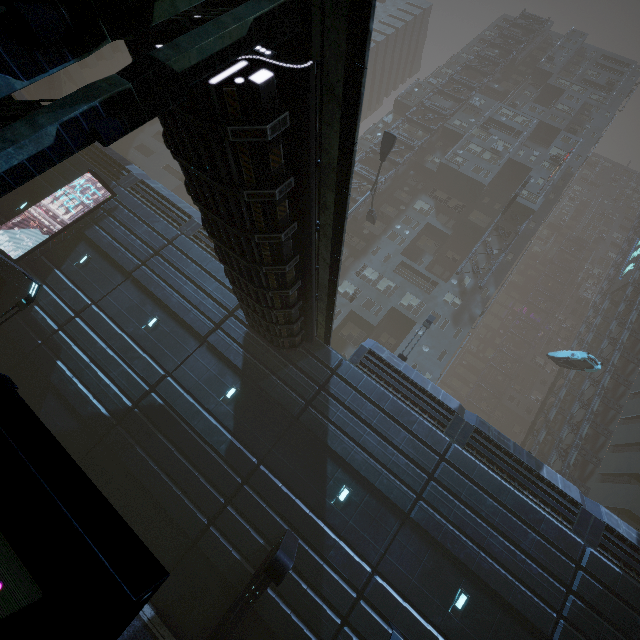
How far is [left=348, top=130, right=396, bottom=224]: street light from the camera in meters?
21.3

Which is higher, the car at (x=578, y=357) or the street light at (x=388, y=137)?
the car at (x=578, y=357)

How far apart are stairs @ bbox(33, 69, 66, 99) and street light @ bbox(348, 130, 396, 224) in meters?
41.8 m

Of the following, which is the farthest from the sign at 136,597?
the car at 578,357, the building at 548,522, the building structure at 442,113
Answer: the building structure at 442,113

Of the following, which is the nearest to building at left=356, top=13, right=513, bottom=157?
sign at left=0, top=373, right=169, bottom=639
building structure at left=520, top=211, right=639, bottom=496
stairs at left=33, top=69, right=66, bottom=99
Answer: building structure at left=520, top=211, right=639, bottom=496

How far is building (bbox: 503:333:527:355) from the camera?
57.7m

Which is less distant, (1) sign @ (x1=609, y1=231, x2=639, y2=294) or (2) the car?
(2) the car

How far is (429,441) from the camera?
14.1m
